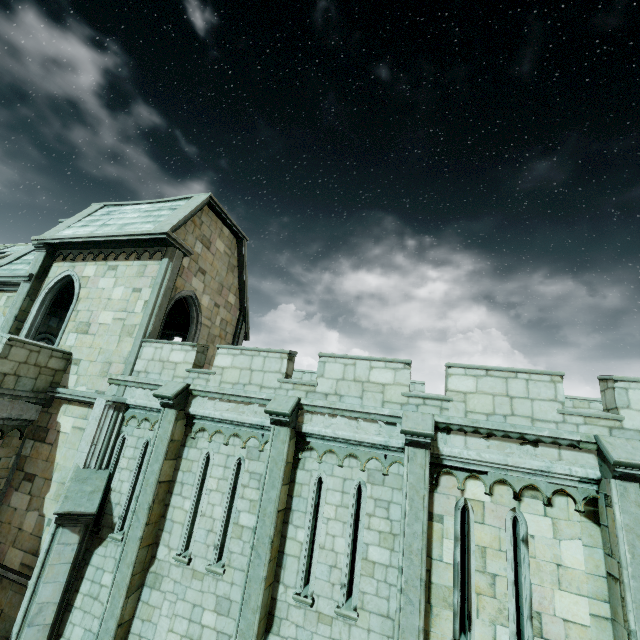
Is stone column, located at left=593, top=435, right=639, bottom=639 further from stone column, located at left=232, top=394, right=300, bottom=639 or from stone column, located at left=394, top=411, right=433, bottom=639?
stone column, located at left=232, top=394, right=300, bottom=639

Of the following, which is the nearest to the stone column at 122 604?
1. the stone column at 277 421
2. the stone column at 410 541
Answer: the stone column at 277 421

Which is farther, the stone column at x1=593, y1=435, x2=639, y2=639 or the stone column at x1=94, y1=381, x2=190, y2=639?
the stone column at x1=94, y1=381, x2=190, y2=639

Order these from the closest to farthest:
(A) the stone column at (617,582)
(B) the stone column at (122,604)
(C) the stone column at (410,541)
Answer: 1. (A) the stone column at (617,582)
2. (C) the stone column at (410,541)
3. (B) the stone column at (122,604)

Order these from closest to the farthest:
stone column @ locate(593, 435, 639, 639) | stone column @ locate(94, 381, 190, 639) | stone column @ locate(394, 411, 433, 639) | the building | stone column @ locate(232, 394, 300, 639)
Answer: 1. stone column @ locate(593, 435, 639, 639)
2. stone column @ locate(394, 411, 433, 639)
3. stone column @ locate(232, 394, 300, 639)
4. stone column @ locate(94, 381, 190, 639)
5. the building

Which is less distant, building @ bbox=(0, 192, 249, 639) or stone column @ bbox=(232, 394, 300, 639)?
stone column @ bbox=(232, 394, 300, 639)

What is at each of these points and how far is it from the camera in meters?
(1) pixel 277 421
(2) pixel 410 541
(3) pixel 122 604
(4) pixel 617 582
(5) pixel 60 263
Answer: (1) stone column, 7.8 m
(2) stone column, 6.4 m
(3) stone column, 7.4 m
(4) stone column, 5.5 m
(5) building, 13.2 m

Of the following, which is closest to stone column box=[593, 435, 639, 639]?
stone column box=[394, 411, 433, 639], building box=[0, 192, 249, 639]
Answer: stone column box=[394, 411, 433, 639]
